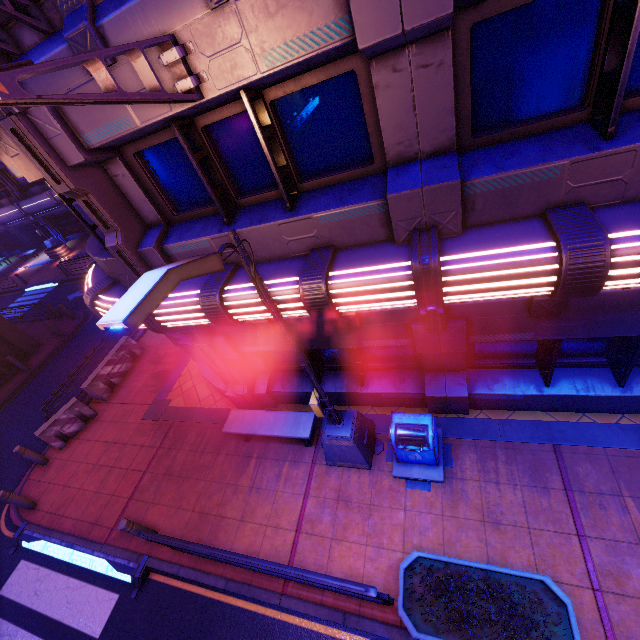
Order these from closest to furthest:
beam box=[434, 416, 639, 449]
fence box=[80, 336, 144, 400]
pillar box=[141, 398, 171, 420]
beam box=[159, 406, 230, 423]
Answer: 1. beam box=[434, 416, 639, 449]
2. beam box=[159, 406, 230, 423]
3. pillar box=[141, 398, 171, 420]
4. fence box=[80, 336, 144, 400]

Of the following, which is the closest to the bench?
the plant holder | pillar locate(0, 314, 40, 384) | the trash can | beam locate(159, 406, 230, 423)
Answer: beam locate(159, 406, 230, 423)

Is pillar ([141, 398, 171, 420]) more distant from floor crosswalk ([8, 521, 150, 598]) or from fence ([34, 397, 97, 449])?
floor crosswalk ([8, 521, 150, 598])

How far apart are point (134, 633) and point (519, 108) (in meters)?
11.17

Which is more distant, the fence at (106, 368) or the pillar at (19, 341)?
the pillar at (19, 341)

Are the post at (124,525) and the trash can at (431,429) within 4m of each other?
no

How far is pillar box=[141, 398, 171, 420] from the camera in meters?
10.4 m

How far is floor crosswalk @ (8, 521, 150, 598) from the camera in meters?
7.2
